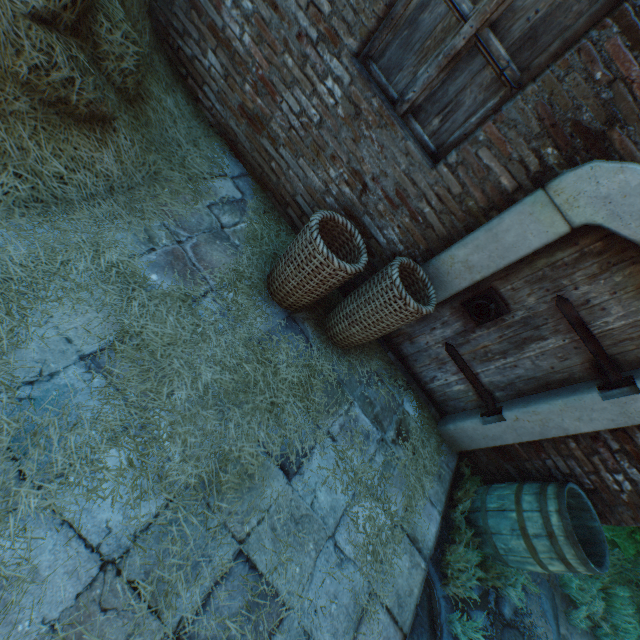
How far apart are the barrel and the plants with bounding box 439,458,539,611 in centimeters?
2cm

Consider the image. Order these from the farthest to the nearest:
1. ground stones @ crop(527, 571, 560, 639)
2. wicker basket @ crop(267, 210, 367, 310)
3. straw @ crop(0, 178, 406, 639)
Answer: ground stones @ crop(527, 571, 560, 639) → wicker basket @ crop(267, 210, 367, 310) → straw @ crop(0, 178, 406, 639)

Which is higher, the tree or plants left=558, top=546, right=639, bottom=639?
the tree

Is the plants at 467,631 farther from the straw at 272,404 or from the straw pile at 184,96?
the straw pile at 184,96

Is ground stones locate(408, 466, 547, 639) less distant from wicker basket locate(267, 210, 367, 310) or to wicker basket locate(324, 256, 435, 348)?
wicker basket locate(324, 256, 435, 348)

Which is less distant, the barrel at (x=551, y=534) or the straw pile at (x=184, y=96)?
the straw pile at (x=184, y=96)

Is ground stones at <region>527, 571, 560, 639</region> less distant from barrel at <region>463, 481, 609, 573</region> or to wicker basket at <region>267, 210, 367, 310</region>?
barrel at <region>463, 481, 609, 573</region>

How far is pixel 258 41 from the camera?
2.7m
